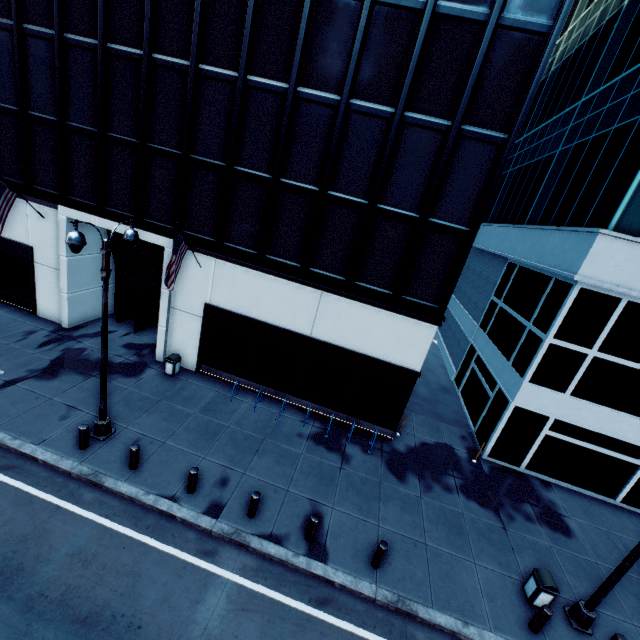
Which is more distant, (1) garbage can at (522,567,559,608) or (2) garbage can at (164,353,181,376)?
(2) garbage can at (164,353,181,376)

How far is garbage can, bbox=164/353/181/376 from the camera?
15.12m

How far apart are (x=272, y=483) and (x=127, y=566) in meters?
4.5 m

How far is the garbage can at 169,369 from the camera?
15.1m

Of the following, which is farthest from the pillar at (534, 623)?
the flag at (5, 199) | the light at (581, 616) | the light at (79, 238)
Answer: the flag at (5, 199)

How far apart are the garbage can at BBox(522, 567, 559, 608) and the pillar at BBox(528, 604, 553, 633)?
0.5m

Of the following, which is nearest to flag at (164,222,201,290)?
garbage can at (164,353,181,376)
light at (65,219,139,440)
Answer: light at (65,219,139,440)

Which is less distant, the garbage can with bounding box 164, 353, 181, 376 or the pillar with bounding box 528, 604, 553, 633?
the pillar with bounding box 528, 604, 553, 633
